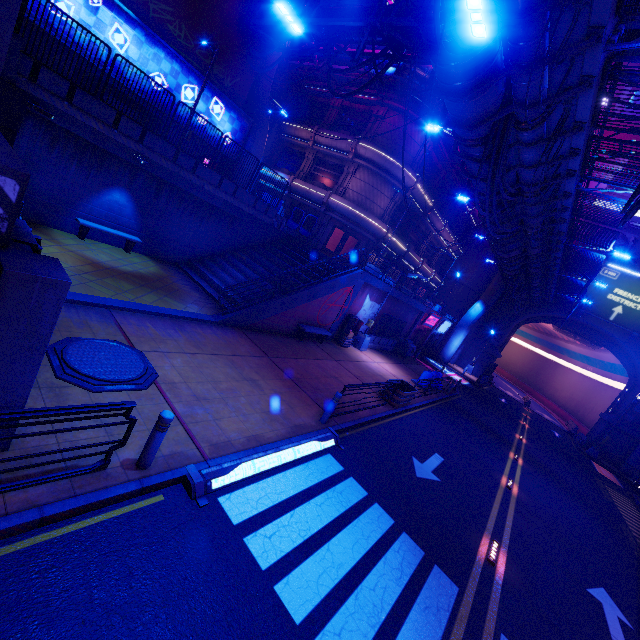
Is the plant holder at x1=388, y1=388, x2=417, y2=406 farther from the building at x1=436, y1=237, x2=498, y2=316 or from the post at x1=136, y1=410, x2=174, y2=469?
the building at x1=436, y1=237, x2=498, y2=316

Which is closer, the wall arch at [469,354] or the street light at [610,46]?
the street light at [610,46]

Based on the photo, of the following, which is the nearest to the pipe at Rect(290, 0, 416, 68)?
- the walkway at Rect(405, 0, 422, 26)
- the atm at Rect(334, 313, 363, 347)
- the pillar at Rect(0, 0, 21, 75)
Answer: the walkway at Rect(405, 0, 422, 26)

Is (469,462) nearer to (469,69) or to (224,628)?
(224,628)

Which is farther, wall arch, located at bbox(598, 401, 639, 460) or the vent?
the vent

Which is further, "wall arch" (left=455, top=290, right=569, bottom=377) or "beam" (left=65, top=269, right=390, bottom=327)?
"wall arch" (left=455, top=290, right=569, bottom=377)

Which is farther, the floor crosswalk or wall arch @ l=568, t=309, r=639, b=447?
wall arch @ l=568, t=309, r=639, b=447

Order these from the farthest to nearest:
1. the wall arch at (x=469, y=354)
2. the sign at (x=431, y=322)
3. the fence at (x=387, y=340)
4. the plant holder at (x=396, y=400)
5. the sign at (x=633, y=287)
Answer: the wall arch at (x=469, y=354) < the sign at (x=633, y=287) < the sign at (x=431, y=322) < the fence at (x=387, y=340) < the plant holder at (x=396, y=400)
